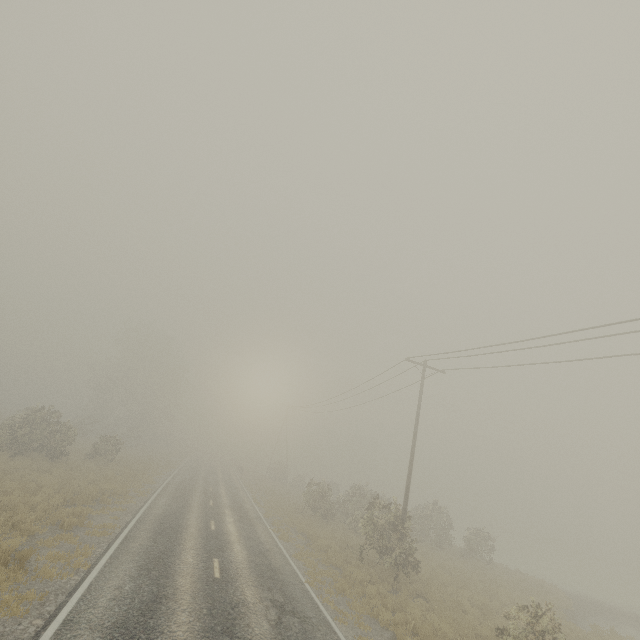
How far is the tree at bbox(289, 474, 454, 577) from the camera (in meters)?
17.06

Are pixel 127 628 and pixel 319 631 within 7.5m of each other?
yes

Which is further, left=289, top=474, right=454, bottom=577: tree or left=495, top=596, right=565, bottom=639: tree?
left=289, top=474, right=454, bottom=577: tree

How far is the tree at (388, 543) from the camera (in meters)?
17.06

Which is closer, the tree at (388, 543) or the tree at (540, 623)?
the tree at (540, 623)
